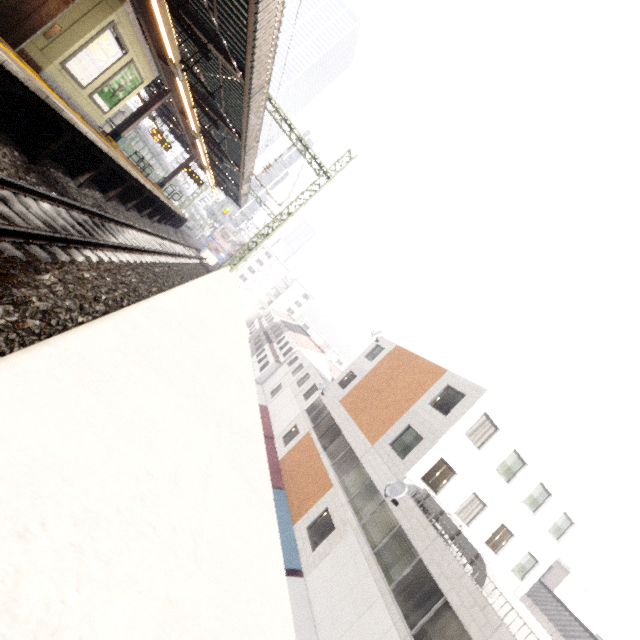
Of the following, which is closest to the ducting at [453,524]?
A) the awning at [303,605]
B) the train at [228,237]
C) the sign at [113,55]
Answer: the awning at [303,605]

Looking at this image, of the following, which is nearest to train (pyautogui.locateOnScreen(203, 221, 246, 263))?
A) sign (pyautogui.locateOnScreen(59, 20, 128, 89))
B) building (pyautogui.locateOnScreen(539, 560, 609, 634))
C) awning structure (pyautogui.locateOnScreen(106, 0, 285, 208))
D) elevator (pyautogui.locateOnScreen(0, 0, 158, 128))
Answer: awning structure (pyautogui.locateOnScreen(106, 0, 285, 208))

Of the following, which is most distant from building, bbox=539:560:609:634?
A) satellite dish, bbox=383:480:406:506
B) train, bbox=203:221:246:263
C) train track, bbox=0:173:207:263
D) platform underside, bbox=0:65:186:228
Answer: platform underside, bbox=0:65:186:228

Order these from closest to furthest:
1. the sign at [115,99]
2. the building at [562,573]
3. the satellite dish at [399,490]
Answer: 1. the sign at [115,99]
2. the satellite dish at [399,490]
3. the building at [562,573]

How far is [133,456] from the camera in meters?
0.8

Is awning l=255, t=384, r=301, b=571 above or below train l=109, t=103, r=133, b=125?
below

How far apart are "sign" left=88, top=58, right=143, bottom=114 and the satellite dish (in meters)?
17.63

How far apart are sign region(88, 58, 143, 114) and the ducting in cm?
1887
